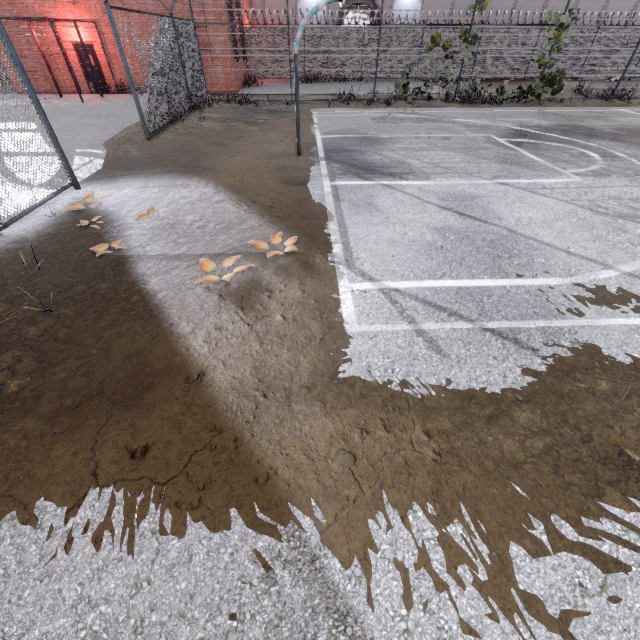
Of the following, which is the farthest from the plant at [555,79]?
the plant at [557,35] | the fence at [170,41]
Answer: the plant at [557,35]

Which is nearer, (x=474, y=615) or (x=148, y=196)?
(x=474, y=615)

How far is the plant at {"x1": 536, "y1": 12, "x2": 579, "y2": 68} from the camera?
13.9m

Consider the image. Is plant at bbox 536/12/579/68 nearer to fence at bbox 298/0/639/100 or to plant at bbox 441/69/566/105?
fence at bbox 298/0/639/100

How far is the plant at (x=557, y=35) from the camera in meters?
13.9 m

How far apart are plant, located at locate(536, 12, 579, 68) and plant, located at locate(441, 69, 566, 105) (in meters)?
1.42

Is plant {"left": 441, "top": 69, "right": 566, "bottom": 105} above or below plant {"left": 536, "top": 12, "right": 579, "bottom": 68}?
below

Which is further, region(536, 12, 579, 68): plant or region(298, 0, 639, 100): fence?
region(298, 0, 639, 100): fence
